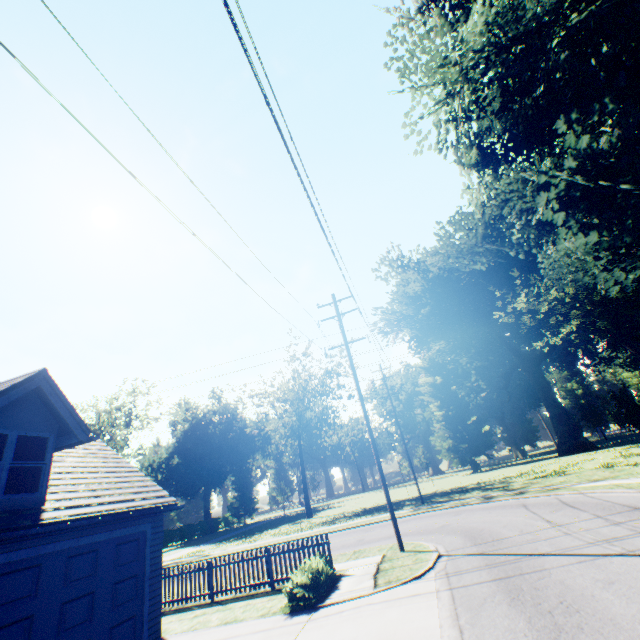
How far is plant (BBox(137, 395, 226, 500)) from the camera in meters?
54.8

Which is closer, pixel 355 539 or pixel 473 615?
pixel 473 615

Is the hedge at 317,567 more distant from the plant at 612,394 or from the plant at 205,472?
→ the plant at 205,472

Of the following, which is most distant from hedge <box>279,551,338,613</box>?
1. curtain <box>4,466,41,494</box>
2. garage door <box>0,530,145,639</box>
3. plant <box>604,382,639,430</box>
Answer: plant <box>604,382,639,430</box>

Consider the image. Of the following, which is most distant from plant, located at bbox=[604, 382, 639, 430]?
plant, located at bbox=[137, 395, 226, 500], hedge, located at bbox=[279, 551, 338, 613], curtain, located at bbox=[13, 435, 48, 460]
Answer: plant, located at bbox=[137, 395, 226, 500]

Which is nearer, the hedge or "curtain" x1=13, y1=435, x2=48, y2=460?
"curtain" x1=13, y1=435, x2=48, y2=460

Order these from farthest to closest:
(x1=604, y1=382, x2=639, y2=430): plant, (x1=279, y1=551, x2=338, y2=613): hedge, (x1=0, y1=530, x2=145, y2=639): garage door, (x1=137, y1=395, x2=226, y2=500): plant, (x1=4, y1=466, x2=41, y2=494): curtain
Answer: (x1=137, y1=395, x2=226, y2=500): plant
(x1=604, y1=382, x2=639, y2=430): plant
(x1=279, y1=551, x2=338, y2=613): hedge
(x1=4, y1=466, x2=41, y2=494): curtain
(x1=0, y1=530, x2=145, y2=639): garage door

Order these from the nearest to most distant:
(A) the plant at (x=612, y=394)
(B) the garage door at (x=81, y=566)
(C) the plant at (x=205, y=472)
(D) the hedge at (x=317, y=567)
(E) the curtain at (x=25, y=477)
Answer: (B) the garage door at (x=81, y=566), (E) the curtain at (x=25, y=477), (D) the hedge at (x=317, y=567), (A) the plant at (x=612, y=394), (C) the plant at (x=205, y=472)
